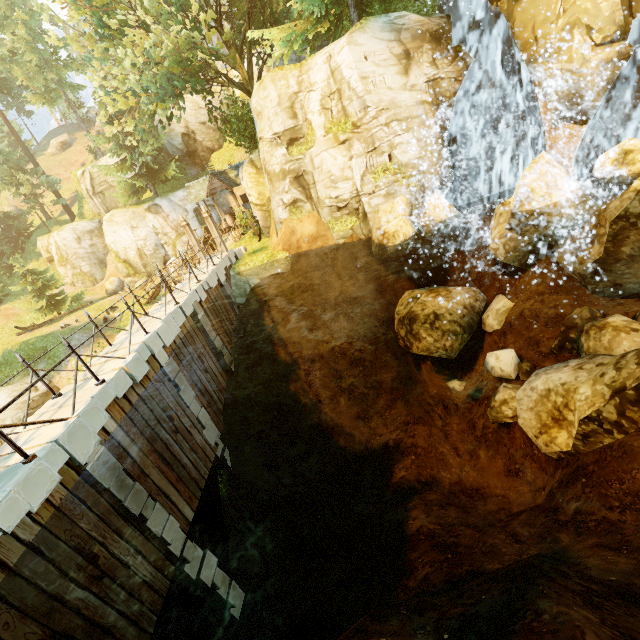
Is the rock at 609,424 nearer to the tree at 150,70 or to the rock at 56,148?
the tree at 150,70

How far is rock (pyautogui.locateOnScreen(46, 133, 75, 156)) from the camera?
53.1m

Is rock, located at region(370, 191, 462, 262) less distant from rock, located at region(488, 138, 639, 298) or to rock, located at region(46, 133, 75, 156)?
rock, located at region(488, 138, 639, 298)

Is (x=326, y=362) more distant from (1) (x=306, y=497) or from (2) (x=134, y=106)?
(2) (x=134, y=106)

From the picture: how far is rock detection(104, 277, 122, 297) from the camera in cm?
3438

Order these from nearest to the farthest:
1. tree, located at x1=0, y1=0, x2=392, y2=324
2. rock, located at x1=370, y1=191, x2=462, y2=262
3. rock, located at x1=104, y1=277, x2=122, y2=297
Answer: rock, located at x1=370, y1=191, x2=462, y2=262 < tree, located at x1=0, y1=0, x2=392, y2=324 < rock, located at x1=104, y1=277, x2=122, y2=297

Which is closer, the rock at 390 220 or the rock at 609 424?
the rock at 609 424

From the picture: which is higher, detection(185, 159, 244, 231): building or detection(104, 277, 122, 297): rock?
detection(185, 159, 244, 231): building
